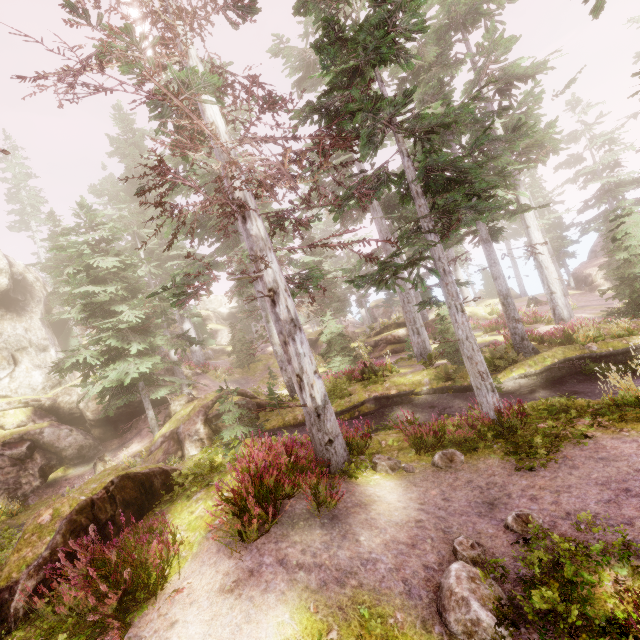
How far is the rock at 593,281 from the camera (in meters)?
32.88

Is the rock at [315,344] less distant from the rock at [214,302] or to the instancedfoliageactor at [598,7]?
the instancedfoliageactor at [598,7]

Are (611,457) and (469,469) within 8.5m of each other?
yes

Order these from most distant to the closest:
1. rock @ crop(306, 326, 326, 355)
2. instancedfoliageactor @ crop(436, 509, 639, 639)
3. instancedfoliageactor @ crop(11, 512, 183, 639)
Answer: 1. rock @ crop(306, 326, 326, 355)
2. instancedfoliageactor @ crop(11, 512, 183, 639)
3. instancedfoliageactor @ crop(436, 509, 639, 639)

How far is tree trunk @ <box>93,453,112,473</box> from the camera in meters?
18.4 m

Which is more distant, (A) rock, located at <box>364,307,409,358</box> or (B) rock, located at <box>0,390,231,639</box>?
(A) rock, located at <box>364,307,409,358</box>

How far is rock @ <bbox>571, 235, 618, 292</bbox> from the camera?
32.88m

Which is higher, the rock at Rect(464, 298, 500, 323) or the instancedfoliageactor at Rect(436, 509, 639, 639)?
the rock at Rect(464, 298, 500, 323)
